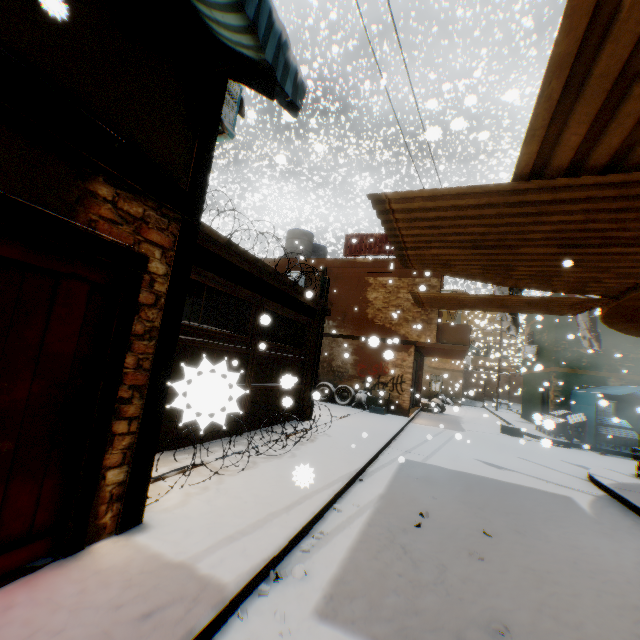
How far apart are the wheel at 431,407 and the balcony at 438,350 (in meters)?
0.66

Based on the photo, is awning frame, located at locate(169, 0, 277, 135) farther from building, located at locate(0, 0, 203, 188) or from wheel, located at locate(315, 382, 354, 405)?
wheel, located at locate(315, 382, 354, 405)

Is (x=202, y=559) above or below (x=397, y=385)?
below

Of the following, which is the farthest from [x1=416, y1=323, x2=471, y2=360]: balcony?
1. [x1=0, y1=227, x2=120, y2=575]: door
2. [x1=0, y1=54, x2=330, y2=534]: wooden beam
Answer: [x1=0, y1=227, x2=120, y2=575]: door

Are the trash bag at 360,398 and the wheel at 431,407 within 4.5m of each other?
no

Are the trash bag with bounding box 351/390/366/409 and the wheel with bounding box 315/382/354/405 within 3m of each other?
yes

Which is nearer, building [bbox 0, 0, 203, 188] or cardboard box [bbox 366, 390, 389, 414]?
building [bbox 0, 0, 203, 188]

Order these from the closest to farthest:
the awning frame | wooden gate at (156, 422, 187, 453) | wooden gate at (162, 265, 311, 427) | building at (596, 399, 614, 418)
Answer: wooden gate at (162, 265, 311, 427) → the awning frame → wooden gate at (156, 422, 187, 453) → building at (596, 399, 614, 418)
